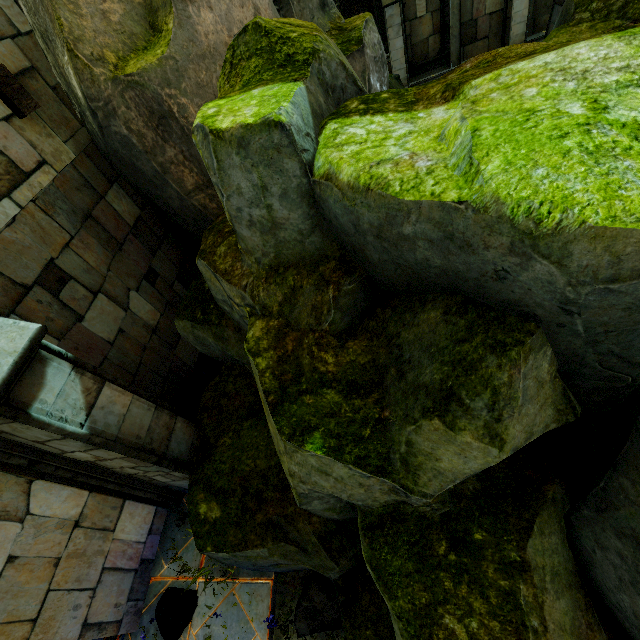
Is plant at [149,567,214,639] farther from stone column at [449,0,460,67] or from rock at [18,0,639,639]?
stone column at [449,0,460,67]

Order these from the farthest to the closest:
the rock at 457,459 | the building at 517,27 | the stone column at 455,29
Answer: the stone column at 455,29
the building at 517,27
the rock at 457,459

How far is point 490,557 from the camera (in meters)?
2.11

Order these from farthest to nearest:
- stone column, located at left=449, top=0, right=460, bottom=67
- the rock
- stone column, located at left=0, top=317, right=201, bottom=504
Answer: stone column, located at left=449, top=0, right=460, bottom=67
stone column, located at left=0, top=317, right=201, bottom=504
the rock

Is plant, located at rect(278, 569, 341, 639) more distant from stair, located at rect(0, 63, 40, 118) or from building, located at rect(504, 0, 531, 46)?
building, located at rect(504, 0, 531, 46)

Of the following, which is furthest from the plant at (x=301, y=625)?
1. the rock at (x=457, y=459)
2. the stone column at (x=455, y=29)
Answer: the stone column at (x=455, y=29)

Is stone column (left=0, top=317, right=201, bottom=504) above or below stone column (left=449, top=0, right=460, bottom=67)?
above

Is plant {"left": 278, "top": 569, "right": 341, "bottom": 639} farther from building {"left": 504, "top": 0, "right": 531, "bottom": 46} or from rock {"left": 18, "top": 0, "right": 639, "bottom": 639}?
building {"left": 504, "top": 0, "right": 531, "bottom": 46}
